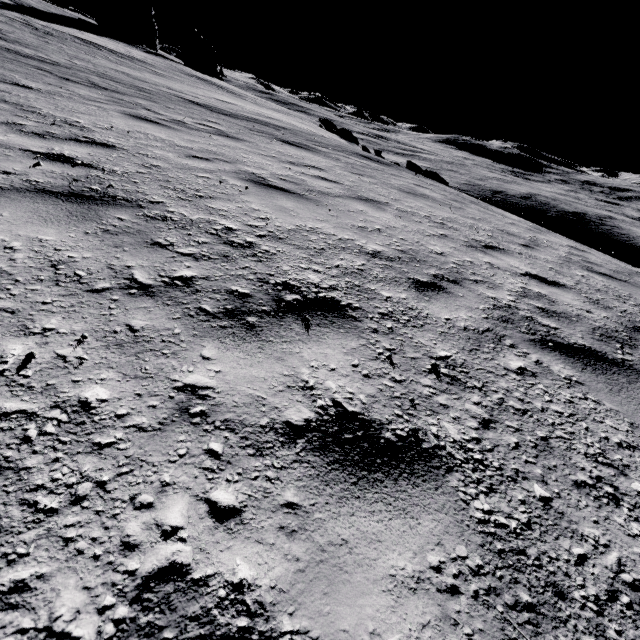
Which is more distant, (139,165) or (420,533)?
(139,165)

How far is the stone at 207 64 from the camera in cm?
5466

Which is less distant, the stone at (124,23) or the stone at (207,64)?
the stone at (124,23)

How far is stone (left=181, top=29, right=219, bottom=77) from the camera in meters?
54.7 m

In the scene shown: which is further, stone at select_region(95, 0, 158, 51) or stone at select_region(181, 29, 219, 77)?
stone at select_region(181, 29, 219, 77)
